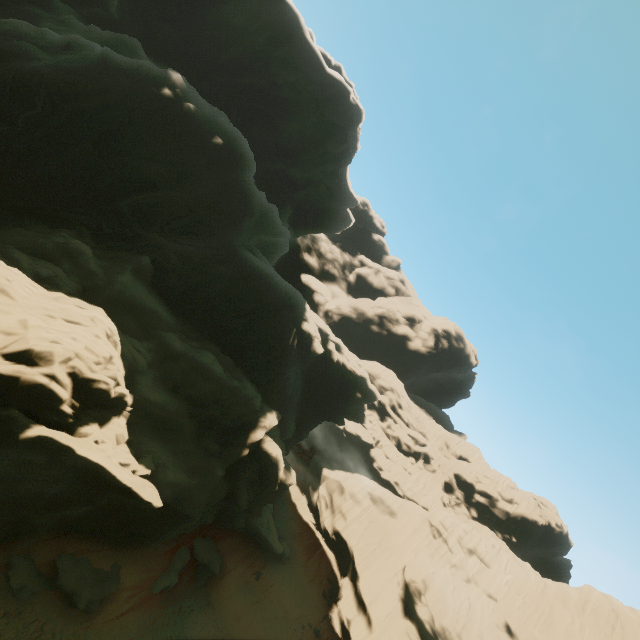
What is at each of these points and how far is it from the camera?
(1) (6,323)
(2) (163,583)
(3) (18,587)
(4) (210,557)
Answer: (1) rock, 11.7m
(2) rock, 20.8m
(3) rock, 15.2m
(4) rock, 25.7m

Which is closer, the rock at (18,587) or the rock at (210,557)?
the rock at (18,587)

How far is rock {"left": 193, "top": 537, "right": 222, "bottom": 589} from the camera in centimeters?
2472cm

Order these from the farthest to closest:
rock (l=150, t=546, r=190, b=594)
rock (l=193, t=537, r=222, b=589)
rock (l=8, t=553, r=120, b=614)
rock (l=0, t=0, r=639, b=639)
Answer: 1. rock (l=193, t=537, r=222, b=589)
2. rock (l=150, t=546, r=190, b=594)
3. rock (l=8, t=553, r=120, b=614)
4. rock (l=0, t=0, r=639, b=639)

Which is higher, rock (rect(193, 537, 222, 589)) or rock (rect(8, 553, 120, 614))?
rock (rect(193, 537, 222, 589))

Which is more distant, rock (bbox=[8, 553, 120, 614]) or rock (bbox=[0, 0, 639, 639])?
rock (bbox=[8, 553, 120, 614])
